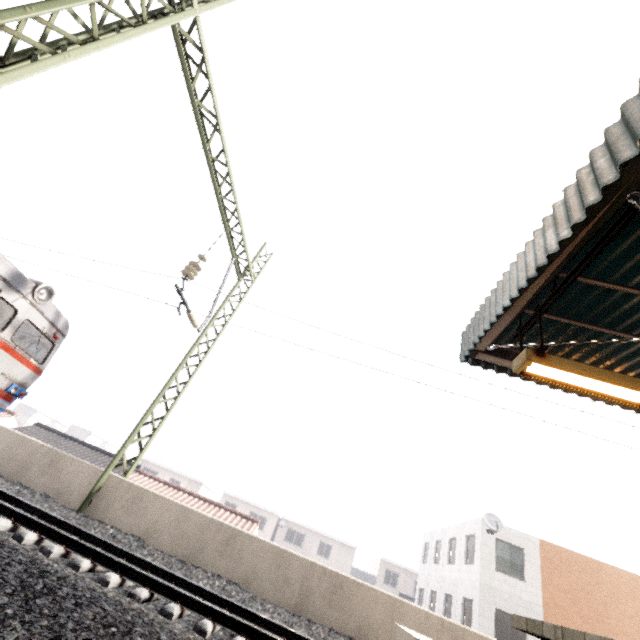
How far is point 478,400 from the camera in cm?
699

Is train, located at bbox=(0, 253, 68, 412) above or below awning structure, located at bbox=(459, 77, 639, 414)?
below

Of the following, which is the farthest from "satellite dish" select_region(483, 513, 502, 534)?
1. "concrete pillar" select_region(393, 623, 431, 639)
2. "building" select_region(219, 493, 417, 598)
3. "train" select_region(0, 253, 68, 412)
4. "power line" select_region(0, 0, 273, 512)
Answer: "building" select_region(219, 493, 417, 598)

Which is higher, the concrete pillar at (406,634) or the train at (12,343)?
the train at (12,343)

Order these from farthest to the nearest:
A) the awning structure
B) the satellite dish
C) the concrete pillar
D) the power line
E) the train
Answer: the satellite dish
the train
the concrete pillar
the power line
the awning structure

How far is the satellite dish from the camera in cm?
1708

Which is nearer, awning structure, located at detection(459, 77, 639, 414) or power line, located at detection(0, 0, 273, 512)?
awning structure, located at detection(459, 77, 639, 414)

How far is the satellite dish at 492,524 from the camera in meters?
17.1 m
